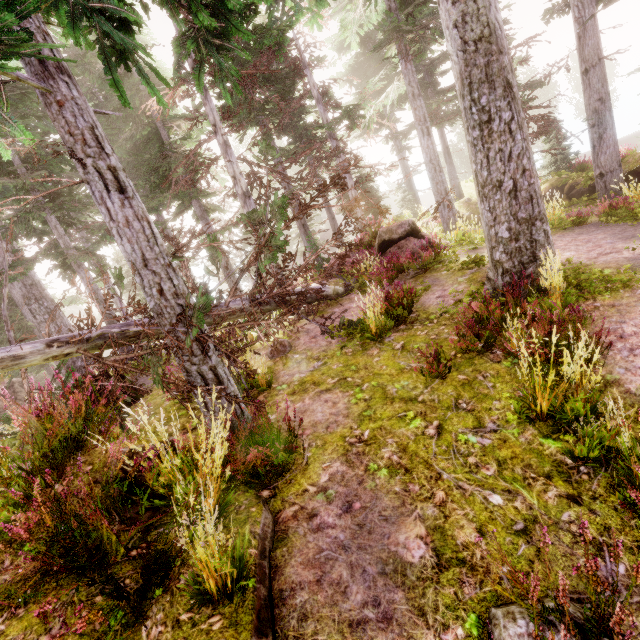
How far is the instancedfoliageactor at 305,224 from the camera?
18.16m

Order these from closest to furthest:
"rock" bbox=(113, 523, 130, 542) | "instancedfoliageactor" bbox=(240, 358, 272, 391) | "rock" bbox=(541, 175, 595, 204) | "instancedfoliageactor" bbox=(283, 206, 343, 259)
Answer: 1. "rock" bbox=(113, 523, 130, 542)
2. "instancedfoliageactor" bbox=(240, 358, 272, 391)
3. "rock" bbox=(541, 175, 595, 204)
4. "instancedfoliageactor" bbox=(283, 206, 343, 259)

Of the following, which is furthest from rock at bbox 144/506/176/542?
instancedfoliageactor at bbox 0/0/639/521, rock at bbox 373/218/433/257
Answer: rock at bbox 373/218/433/257

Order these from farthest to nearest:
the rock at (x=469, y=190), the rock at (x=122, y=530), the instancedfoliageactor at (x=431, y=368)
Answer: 1. the rock at (x=469, y=190)
2. the instancedfoliageactor at (x=431, y=368)
3. the rock at (x=122, y=530)

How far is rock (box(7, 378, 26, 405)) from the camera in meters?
18.5 m

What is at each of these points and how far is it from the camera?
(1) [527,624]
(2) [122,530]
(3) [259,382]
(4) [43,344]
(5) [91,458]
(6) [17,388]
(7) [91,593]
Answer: (1) instancedfoliageactor, 2.1m
(2) rock, 3.0m
(3) instancedfoliageactor, 6.5m
(4) tree, 4.2m
(5) rock, 3.5m
(6) rock, 18.9m
(7) rock, 2.6m

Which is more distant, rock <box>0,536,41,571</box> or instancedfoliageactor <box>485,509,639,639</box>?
rock <box>0,536,41,571</box>
